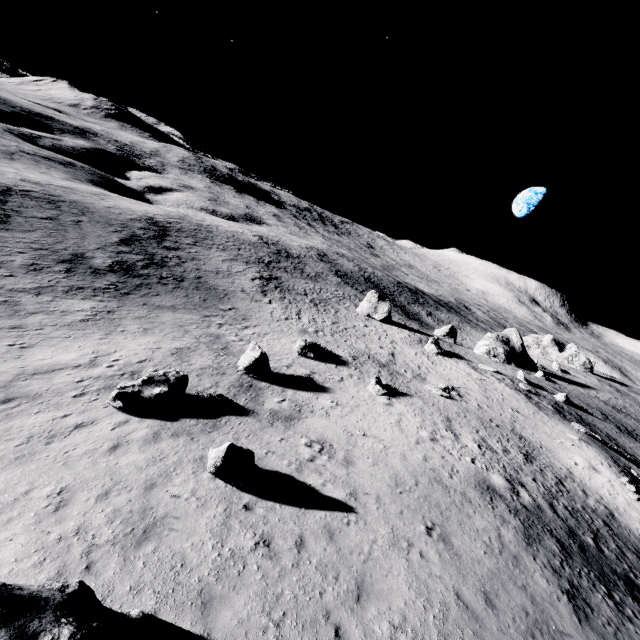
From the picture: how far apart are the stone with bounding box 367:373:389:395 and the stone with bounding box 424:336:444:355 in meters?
21.5 m

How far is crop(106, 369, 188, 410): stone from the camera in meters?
13.8

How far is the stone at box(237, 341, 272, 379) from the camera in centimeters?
2147cm

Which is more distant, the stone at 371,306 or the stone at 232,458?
the stone at 371,306

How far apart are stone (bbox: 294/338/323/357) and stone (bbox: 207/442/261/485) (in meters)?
17.26

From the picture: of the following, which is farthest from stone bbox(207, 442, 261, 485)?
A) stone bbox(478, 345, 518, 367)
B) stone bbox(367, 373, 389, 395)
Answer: stone bbox(478, 345, 518, 367)

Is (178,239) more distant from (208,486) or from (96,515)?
(96,515)

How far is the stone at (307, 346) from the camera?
29.3m
